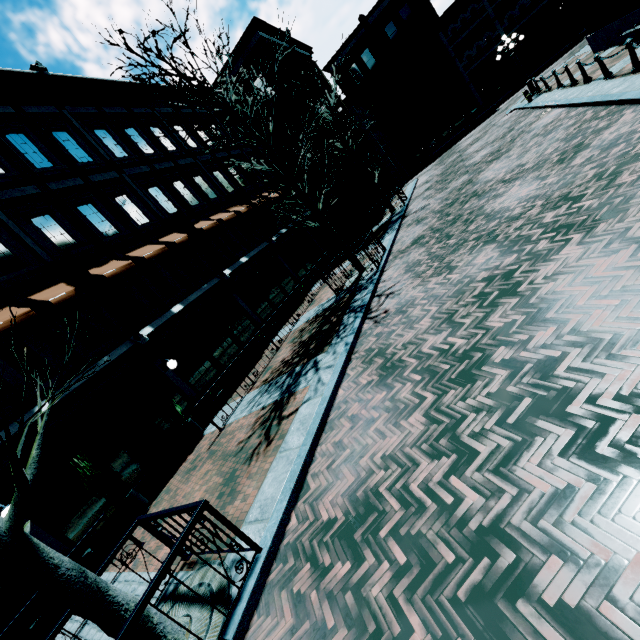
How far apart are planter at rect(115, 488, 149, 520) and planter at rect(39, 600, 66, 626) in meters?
0.8

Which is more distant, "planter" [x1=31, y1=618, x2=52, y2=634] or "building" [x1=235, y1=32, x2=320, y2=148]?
"building" [x1=235, y1=32, x2=320, y2=148]

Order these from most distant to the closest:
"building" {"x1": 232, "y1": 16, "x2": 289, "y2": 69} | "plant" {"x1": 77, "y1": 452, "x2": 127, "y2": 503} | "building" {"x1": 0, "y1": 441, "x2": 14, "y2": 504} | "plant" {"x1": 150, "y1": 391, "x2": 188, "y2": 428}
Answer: "building" {"x1": 232, "y1": 16, "x2": 289, "y2": 69}, "plant" {"x1": 150, "y1": 391, "x2": 188, "y2": 428}, "plant" {"x1": 77, "y1": 452, "x2": 127, "y2": 503}, "building" {"x1": 0, "y1": 441, "x2": 14, "y2": 504}

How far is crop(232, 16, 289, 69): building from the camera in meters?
21.0

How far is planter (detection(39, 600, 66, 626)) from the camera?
6.4 meters

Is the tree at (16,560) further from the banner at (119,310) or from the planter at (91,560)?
the banner at (119,310)

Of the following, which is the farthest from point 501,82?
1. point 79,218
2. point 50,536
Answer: point 50,536

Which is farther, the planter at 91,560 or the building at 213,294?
the building at 213,294
